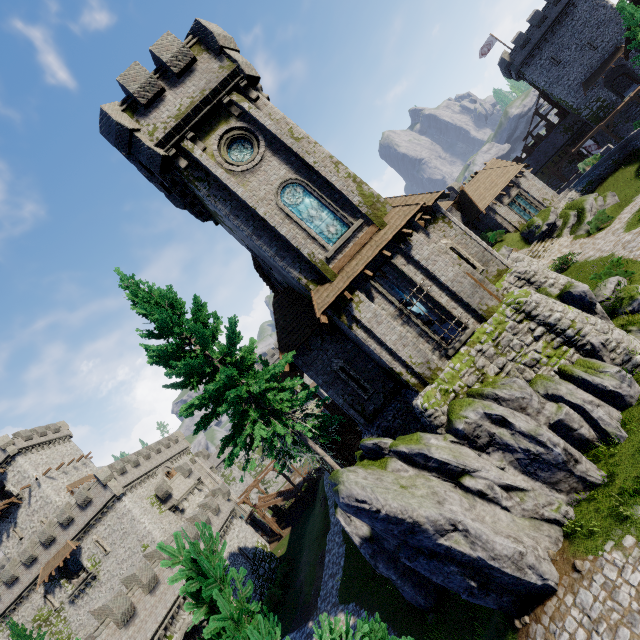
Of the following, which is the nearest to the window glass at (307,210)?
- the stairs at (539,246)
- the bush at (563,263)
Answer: the bush at (563,263)

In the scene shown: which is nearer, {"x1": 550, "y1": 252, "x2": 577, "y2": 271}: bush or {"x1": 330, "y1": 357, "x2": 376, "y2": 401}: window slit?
{"x1": 330, "y1": 357, "x2": 376, "y2": 401}: window slit

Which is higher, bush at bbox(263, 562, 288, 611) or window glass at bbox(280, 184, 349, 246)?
window glass at bbox(280, 184, 349, 246)

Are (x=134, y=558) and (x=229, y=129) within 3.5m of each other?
no

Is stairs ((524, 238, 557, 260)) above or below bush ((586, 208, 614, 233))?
above

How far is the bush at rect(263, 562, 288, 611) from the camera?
30.7 meters

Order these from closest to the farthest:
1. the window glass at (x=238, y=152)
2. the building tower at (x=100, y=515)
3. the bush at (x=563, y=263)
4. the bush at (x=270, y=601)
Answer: the window glass at (x=238, y=152) → the bush at (x=563, y=263) → the bush at (x=270, y=601) → the building tower at (x=100, y=515)

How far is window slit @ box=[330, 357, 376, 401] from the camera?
17.0 meters
